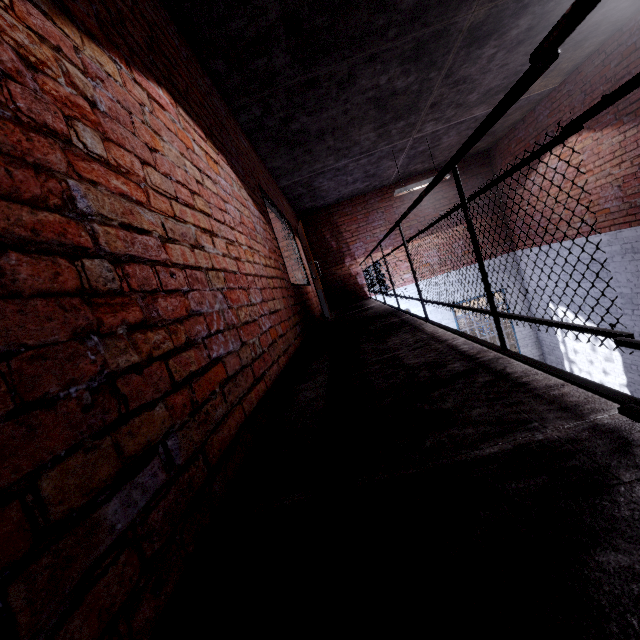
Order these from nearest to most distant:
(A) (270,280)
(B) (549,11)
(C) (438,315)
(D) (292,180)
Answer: (A) (270,280) → (B) (549,11) → (D) (292,180) → (C) (438,315)
